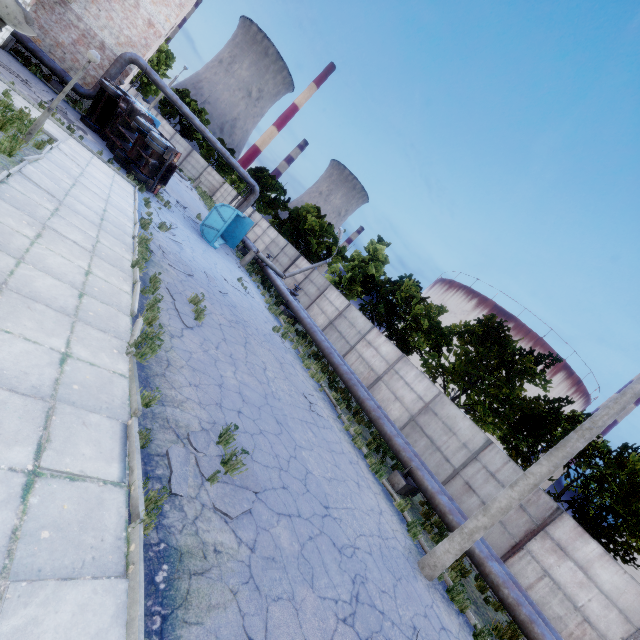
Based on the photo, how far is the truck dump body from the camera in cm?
2533

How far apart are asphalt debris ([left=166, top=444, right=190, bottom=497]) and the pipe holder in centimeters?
724cm

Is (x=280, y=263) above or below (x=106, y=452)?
above

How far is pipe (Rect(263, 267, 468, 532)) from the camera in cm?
1037

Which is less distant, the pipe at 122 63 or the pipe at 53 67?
the pipe at 53 67

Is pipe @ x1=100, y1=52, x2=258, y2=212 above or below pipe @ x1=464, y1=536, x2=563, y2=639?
above

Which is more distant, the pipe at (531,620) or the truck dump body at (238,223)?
the truck dump body at (238,223)

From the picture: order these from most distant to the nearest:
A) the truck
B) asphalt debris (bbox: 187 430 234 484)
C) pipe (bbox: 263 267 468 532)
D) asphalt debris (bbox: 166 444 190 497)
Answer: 1. the truck
2. pipe (bbox: 263 267 468 532)
3. asphalt debris (bbox: 187 430 234 484)
4. asphalt debris (bbox: 166 444 190 497)
